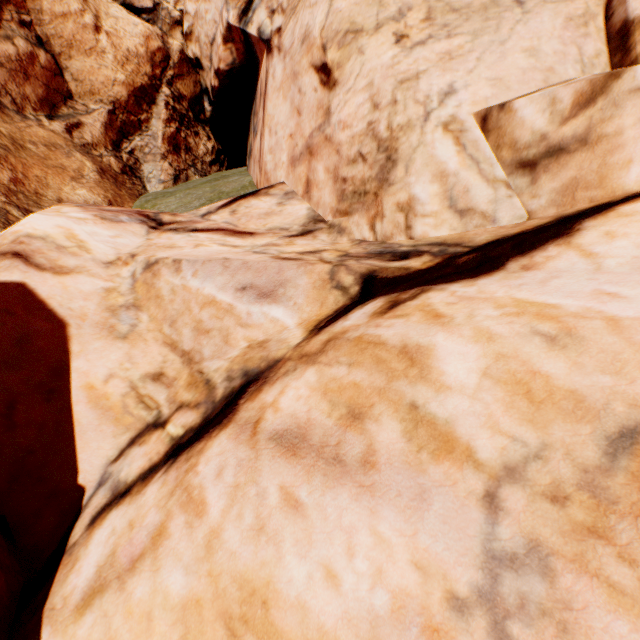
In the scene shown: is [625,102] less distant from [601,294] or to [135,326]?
[601,294]
